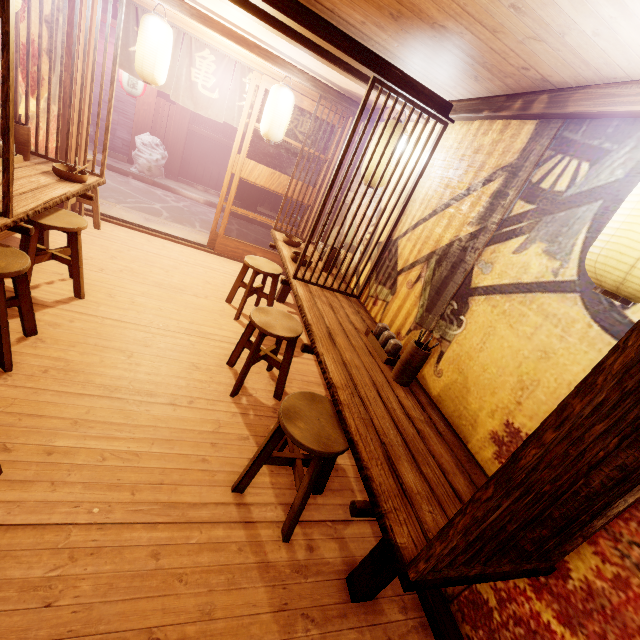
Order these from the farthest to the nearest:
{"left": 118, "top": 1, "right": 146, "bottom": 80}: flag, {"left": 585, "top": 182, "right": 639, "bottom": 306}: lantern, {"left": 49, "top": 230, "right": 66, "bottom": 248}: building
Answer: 1. {"left": 118, "top": 1, "right": 146, "bottom": 80}: flag
2. {"left": 49, "top": 230, "right": 66, "bottom": 248}: building
3. {"left": 585, "top": 182, "right": 639, "bottom": 306}: lantern

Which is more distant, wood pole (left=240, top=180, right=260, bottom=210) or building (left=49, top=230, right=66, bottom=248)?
wood pole (left=240, top=180, right=260, bottom=210)

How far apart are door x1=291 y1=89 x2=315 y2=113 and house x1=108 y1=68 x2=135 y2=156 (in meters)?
10.11

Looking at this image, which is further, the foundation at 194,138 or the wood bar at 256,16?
the foundation at 194,138

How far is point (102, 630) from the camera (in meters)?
2.50

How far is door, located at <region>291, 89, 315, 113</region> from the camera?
8.7m

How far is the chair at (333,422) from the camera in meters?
3.3 m

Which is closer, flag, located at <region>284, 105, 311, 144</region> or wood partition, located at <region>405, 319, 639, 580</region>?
wood partition, located at <region>405, 319, 639, 580</region>
